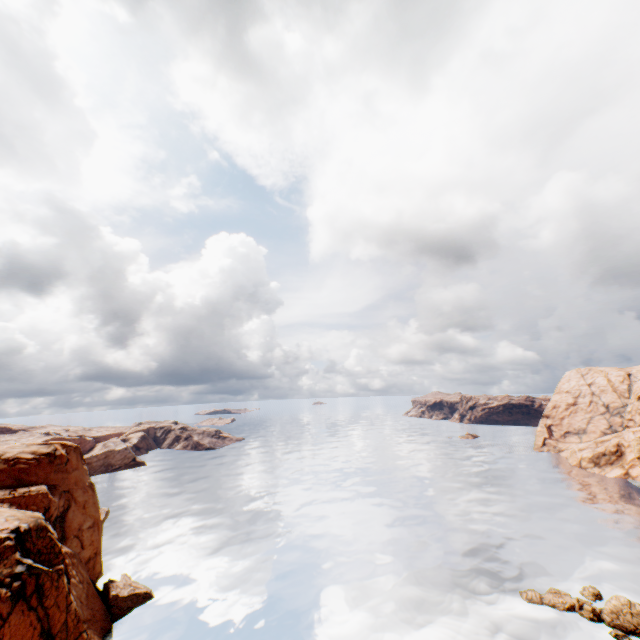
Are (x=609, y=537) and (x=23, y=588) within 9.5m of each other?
no

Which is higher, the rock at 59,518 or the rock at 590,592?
the rock at 59,518

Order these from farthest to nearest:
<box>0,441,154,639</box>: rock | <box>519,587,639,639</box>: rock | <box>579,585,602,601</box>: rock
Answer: <box>579,585,602,601</box>: rock → <box>519,587,639,639</box>: rock → <box>0,441,154,639</box>: rock

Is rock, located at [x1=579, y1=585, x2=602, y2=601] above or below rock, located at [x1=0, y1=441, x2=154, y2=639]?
below

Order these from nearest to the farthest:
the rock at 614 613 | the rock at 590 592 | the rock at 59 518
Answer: the rock at 59 518
the rock at 614 613
the rock at 590 592

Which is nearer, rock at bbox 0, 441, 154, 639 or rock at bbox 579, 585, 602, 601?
rock at bbox 0, 441, 154, 639

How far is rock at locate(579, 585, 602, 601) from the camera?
37.8 meters
